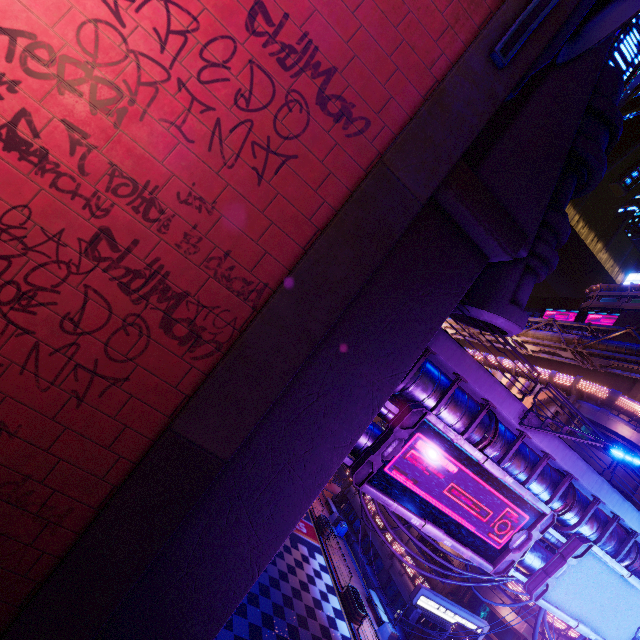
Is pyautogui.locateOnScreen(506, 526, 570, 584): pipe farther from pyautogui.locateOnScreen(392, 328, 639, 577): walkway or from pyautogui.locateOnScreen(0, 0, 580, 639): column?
pyautogui.locateOnScreen(0, 0, 580, 639): column

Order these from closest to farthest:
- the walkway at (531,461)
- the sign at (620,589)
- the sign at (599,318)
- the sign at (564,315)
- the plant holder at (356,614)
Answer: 1. the walkway at (531,461)
2. the sign at (620,589)
3. the plant holder at (356,614)
4. the sign at (599,318)
5. the sign at (564,315)

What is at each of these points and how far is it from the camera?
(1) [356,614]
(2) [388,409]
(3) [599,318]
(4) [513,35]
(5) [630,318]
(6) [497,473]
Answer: (1) plant holder, 21.73m
(2) pipe, 11.38m
(3) sign, 53.41m
(4) satellite dish, 6.52m
(5) pillar, 25.52m
(6) sign, 10.02m

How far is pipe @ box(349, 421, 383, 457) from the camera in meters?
10.4

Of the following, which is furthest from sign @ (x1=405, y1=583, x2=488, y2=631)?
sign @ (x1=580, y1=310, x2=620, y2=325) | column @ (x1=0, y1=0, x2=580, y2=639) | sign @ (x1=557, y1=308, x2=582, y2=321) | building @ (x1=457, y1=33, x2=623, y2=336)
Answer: sign @ (x1=557, y1=308, x2=582, y2=321)

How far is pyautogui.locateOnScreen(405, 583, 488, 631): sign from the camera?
15.0m

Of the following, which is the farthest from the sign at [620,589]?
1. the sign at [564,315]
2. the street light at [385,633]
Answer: the sign at [564,315]
